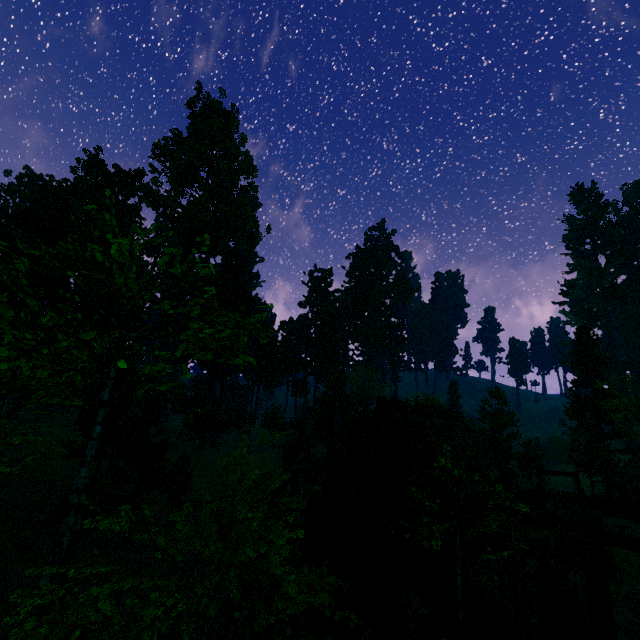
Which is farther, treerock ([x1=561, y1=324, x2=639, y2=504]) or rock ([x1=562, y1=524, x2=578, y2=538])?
treerock ([x1=561, y1=324, x2=639, y2=504])

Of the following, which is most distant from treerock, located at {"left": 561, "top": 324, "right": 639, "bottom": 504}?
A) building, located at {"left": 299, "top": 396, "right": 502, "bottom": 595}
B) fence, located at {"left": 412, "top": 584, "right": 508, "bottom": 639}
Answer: fence, located at {"left": 412, "top": 584, "right": 508, "bottom": 639}

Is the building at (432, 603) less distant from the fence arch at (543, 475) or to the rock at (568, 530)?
the fence arch at (543, 475)

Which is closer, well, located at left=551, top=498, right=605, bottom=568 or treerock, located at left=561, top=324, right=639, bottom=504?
well, located at left=551, top=498, right=605, bottom=568

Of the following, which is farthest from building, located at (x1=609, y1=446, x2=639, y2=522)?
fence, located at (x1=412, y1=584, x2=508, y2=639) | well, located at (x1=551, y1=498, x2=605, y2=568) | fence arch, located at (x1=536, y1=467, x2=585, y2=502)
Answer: well, located at (x1=551, y1=498, x2=605, y2=568)

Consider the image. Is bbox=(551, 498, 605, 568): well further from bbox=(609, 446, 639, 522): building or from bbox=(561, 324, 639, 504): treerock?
bbox=(561, 324, 639, 504): treerock

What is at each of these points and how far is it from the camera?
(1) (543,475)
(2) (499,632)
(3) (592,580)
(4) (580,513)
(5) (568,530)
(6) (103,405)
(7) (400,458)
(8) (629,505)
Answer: (1) fence arch, 29.1 meters
(2) fence, 9.6 meters
(3) fence arch, 10.8 meters
(4) well, 17.8 meters
(5) rock, 22.2 meters
(6) treerock, 12.6 meters
(7) building, 14.1 meters
(8) building, 29.3 meters

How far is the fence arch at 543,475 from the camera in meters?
28.5
